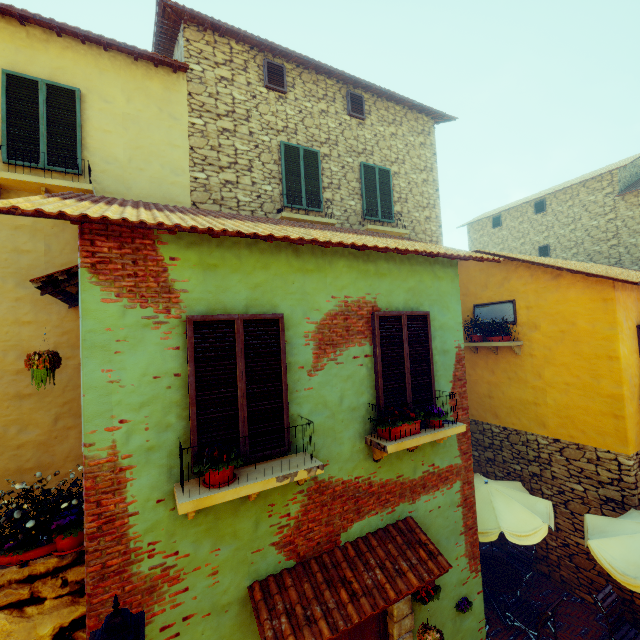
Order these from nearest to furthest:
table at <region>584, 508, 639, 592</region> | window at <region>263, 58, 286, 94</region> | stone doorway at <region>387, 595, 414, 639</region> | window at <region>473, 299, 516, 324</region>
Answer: stone doorway at <region>387, 595, 414, 639</region>, table at <region>584, 508, 639, 592</region>, window at <region>263, 58, 286, 94</region>, window at <region>473, 299, 516, 324</region>

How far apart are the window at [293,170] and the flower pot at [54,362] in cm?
563

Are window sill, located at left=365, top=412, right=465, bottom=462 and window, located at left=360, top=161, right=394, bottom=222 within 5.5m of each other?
no

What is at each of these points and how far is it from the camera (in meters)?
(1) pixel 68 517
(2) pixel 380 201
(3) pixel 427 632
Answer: (1) flower pot, 3.60
(2) window, 9.51
(3) flower pot, 4.20

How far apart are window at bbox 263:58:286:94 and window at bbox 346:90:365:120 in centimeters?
188cm

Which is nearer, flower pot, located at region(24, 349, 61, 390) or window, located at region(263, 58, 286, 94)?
flower pot, located at region(24, 349, 61, 390)

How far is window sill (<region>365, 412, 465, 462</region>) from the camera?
4.2 meters

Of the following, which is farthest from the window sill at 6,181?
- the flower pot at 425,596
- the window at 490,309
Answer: the window at 490,309
